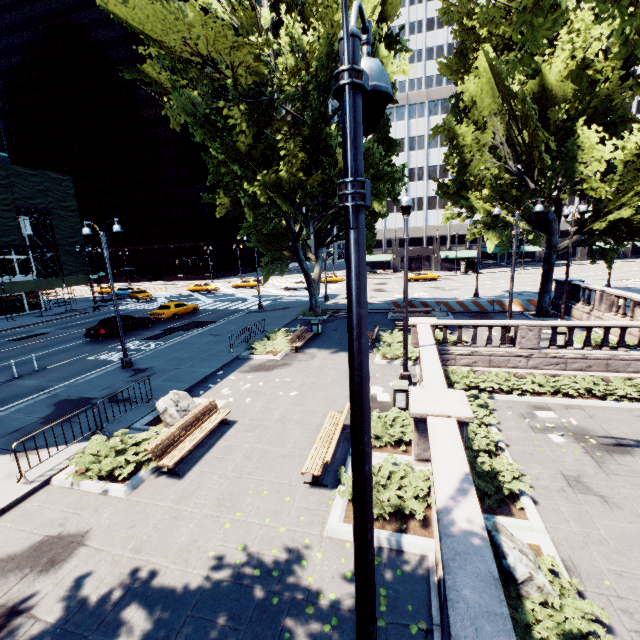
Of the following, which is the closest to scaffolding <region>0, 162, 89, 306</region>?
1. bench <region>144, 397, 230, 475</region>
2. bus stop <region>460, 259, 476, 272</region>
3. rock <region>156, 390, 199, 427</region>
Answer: rock <region>156, 390, 199, 427</region>

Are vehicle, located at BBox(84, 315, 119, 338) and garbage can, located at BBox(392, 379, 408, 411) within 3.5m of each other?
no

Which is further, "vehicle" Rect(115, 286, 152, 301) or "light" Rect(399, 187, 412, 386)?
"vehicle" Rect(115, 286, 152, 301)

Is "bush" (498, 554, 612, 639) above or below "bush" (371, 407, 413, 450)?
below

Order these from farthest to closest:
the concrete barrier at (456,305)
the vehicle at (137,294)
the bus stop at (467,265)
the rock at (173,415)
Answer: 1. the bus stop at (467,265)
2. the vehicle at (137,294)
3. the concrete barrier at (456,305)
4. the rock at (173,415)

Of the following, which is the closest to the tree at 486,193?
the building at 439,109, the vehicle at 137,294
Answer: → the building at 439,109

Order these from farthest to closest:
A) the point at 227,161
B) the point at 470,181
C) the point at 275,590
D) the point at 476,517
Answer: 1. the point at 470,181
2. the point at 227,161
3. the point at 275,590
4. the point at 476,517

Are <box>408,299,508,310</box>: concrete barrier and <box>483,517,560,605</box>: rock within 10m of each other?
no
